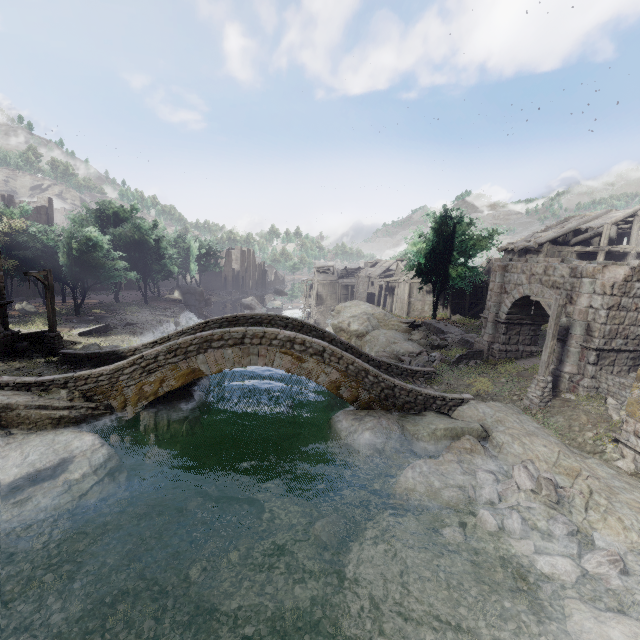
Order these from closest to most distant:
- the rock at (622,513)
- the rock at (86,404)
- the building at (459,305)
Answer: the rock at (622,513), the rock at (86,404), the building at (459,305)

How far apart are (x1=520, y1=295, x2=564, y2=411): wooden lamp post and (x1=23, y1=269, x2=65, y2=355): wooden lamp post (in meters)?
24.30

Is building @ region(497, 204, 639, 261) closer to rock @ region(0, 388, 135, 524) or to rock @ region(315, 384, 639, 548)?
rock @ region(315, 384, 639, 548)

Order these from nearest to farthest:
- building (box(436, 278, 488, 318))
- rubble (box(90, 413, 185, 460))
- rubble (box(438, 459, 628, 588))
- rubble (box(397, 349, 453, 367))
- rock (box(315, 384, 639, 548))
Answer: rubble (box(438, 459, 628, 588)), rock (box(315, 384, 639, 548)), rubble (box(90, 413, 185, 460)), rubble (box(397, 349, 453, 367)), building (box(436, 278, 488, 318))

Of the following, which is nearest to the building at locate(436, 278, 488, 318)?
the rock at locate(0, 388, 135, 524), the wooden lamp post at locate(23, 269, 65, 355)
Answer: the rock at locate(0, 388, 135, 524)

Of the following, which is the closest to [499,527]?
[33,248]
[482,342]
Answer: [482,342]

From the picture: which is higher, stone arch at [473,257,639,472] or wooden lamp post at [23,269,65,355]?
stone arch at [473,257,639,472]

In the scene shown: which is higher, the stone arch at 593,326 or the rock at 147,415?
the stone arch at 593,326
